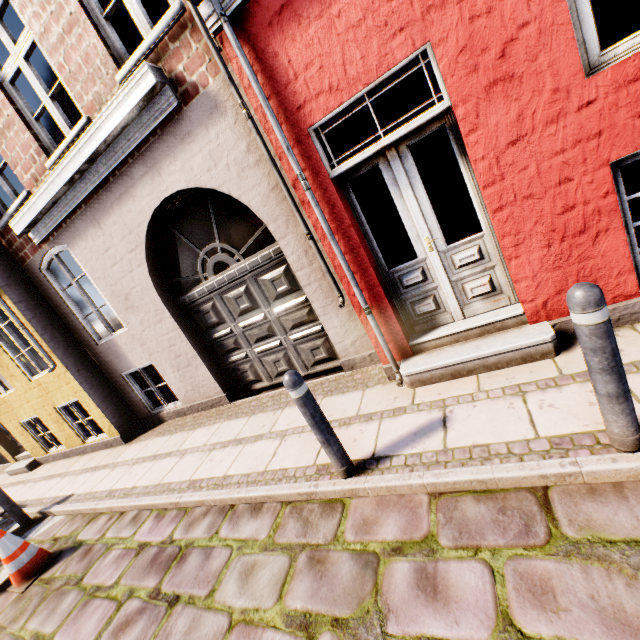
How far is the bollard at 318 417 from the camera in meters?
2.6

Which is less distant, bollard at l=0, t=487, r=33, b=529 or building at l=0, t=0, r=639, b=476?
building at l=0, t=0, r=639, b=476

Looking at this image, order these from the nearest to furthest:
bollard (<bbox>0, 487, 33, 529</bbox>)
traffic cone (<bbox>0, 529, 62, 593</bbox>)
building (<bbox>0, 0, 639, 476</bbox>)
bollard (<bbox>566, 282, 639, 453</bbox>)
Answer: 1. bollard (<bbox>566, 282, 639, 453</bbox>)
2. building (<bbox>0, 0, 639, 476</bbox>)
3. traffic cone (<bbox>0, 529, 62, 593</bbox>)
4. bollard (<bbox>0, 487, 33, 529</bbox>)

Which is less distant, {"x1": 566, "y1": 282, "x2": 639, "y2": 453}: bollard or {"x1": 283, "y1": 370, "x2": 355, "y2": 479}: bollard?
{"x1": 566, "y1": 282, "x2": 639, "y2": 453}: bollard

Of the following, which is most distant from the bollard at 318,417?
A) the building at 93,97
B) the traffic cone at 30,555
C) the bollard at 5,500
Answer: the bollard at 5,500

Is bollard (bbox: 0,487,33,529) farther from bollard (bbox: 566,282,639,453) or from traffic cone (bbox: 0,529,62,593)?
bollard (bbox: 566,282,639,453)

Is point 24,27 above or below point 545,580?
above

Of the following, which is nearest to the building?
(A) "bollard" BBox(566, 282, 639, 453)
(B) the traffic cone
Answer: (A) "bollard" BBox(566, 282, 639, 453)
